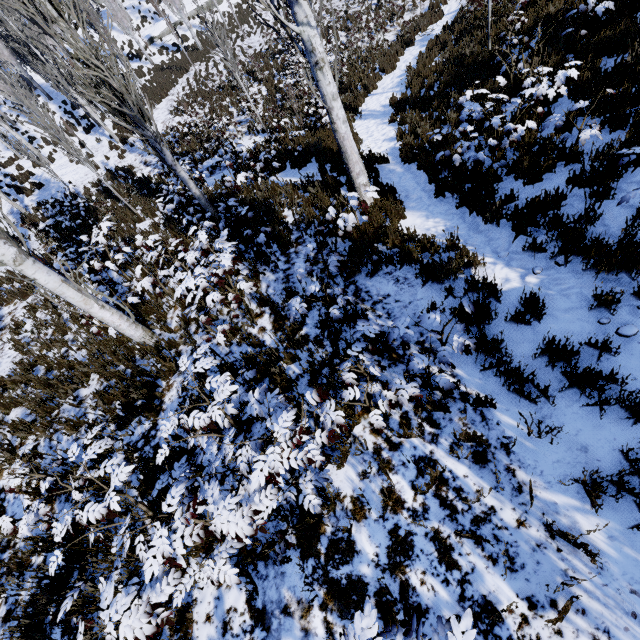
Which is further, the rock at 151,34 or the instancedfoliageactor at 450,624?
the rock at 151,34

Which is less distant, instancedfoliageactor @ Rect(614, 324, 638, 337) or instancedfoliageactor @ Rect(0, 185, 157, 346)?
instancedfoliageactor @ Rect(614, 324, 638, 337)

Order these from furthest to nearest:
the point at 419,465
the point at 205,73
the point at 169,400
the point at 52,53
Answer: the point at 205,73
the point at 52,53
the point at 169,400
the point at 419,465

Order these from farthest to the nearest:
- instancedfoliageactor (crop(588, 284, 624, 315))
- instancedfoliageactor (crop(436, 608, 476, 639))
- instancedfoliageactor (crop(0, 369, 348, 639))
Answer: instancedfoliageactor (crop(588, 284, 624, 315))
instancedfoliageactor (crop(0, 369, 348, 639))
instancedfoliageactor (crop(436, 608, 476, 639))

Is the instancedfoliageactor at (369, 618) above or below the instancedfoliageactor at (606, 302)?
above

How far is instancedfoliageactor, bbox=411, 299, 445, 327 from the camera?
3.23m

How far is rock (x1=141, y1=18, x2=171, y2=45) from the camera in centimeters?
2820cm
